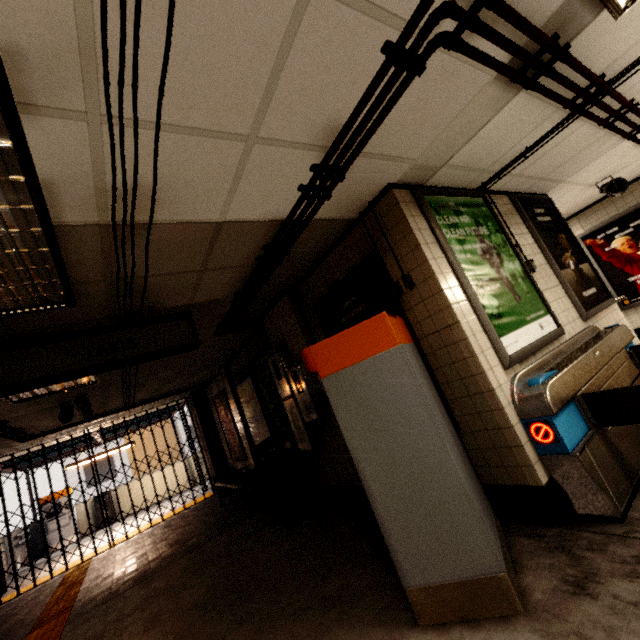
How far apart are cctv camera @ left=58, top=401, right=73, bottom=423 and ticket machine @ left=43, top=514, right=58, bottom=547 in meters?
9.5 m

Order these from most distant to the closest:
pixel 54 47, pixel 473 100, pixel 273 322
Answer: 1. pixel 273 322
2. pixel 473 100
3. pixel 54 47

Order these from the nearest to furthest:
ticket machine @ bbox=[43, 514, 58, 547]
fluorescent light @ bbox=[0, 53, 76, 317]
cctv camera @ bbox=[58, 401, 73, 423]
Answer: fluorescent light @ bbox=[0, 53, 76, 317] < cctv camera @ bbox=[58, 401, 73, 423] < ticket machine @ bbox=[43, 514, 58, 547]

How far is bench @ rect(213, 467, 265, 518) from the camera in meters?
5.8

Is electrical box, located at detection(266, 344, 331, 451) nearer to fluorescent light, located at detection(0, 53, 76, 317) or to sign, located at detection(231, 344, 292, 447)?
sign, located at detection(231, 344, 292, 447)

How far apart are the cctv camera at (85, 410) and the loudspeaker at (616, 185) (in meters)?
9.03

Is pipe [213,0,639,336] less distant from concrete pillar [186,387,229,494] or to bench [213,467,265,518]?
bench [213,467,265,518]

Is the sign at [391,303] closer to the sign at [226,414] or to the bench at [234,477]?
the bench at [234,477]
